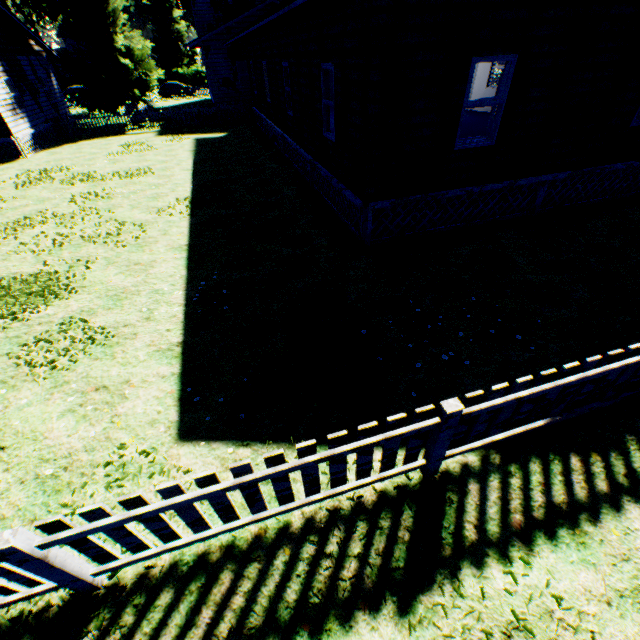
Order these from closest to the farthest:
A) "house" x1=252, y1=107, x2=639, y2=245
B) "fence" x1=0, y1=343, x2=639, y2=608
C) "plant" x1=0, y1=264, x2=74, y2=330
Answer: "fence" x1=0, y1=343, x2=639, y2=608 → "plant" x1=0, y1=264, x2=74, y2=330 → "house" x1=252, y1=107, x2=639, y2=245

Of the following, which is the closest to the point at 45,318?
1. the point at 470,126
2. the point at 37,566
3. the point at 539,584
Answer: the point at 37,566

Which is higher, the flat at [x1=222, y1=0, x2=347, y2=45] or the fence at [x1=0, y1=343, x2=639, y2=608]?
the flat at [x1=222, y1=0, x2=347, y2=45]

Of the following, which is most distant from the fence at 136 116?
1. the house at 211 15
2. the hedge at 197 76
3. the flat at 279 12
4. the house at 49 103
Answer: the hedge at 197 76

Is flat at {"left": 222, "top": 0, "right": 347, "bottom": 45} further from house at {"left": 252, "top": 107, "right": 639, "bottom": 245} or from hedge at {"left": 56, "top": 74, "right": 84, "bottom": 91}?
hedge at {"left": 56, "top": 74, "right": 84, "bottom": 91}

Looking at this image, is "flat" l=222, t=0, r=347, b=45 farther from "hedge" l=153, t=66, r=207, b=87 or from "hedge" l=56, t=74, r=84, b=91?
"hedge" l=56, t=74, r=84, b=91

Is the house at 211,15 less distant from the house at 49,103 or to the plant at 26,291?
the plant at 26,291

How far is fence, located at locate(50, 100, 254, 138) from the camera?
21.8m
